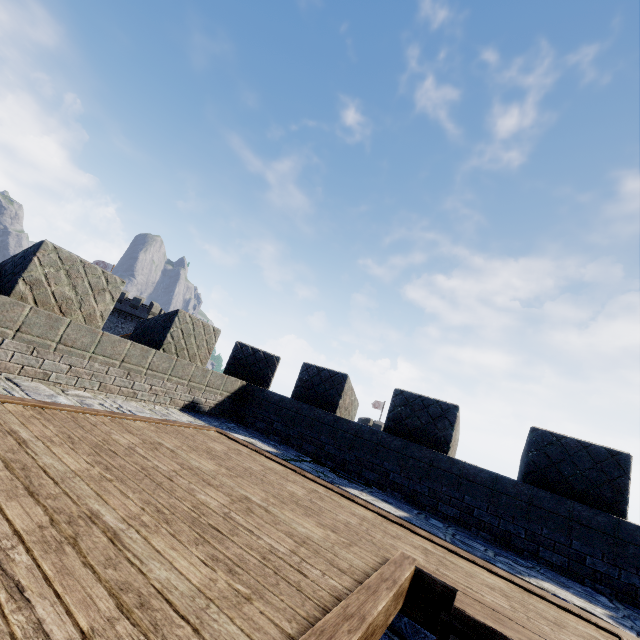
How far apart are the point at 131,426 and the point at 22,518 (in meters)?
2.76
